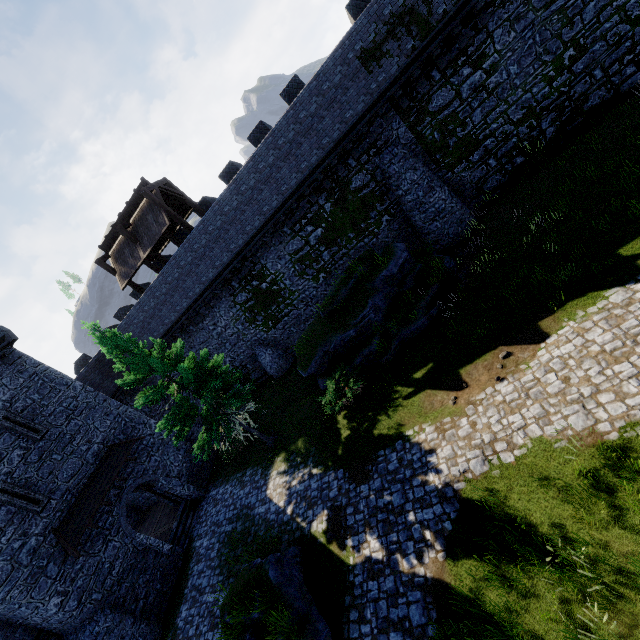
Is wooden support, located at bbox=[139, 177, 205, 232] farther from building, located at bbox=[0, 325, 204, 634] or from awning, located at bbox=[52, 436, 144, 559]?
awning, located at bbox=[52, 436, 144, 559]

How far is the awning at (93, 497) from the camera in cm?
1488

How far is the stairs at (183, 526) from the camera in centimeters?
1859cm

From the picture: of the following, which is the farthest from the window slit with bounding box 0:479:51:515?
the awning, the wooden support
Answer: the wooden support

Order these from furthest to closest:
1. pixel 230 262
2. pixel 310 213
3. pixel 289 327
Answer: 1. pixel 289 327
2. pixel 230 262
3. pixel 310 213

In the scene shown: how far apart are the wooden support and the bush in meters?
11.2

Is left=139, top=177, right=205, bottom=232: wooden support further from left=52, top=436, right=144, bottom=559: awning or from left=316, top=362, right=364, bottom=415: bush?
left=52, top=436, right=144, bottom=559: awning

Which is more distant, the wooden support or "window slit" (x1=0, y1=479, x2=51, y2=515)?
the wooden support
